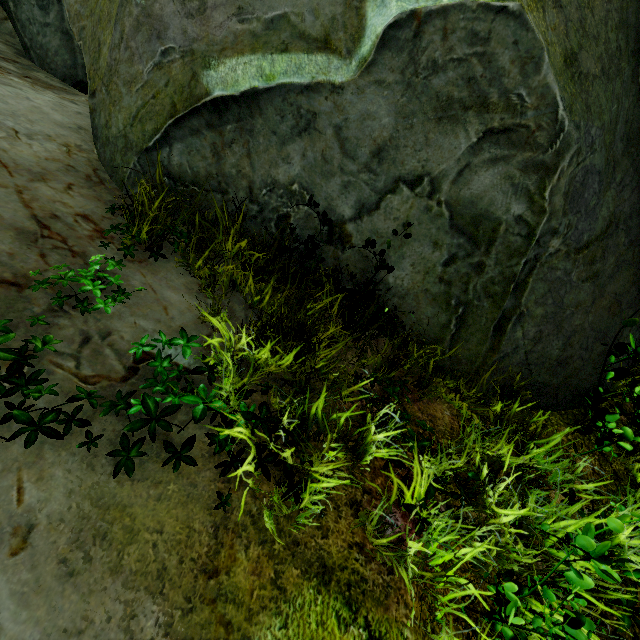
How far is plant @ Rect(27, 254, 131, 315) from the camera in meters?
1.8

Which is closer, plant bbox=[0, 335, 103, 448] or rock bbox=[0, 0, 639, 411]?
plant bbox=[0, 335, 103, 448]

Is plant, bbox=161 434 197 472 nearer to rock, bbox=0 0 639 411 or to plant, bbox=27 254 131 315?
plant, bbox=27 254 131 315

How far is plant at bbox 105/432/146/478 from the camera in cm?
145

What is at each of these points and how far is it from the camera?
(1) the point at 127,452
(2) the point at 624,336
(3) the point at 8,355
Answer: (1) plant, 1.51m
(2) rock, 3.06m
(3) plant, 1.48m

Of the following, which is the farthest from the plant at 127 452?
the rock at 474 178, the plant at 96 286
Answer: the rock at 474 178

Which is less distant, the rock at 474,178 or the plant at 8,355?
the plant at 8,355
